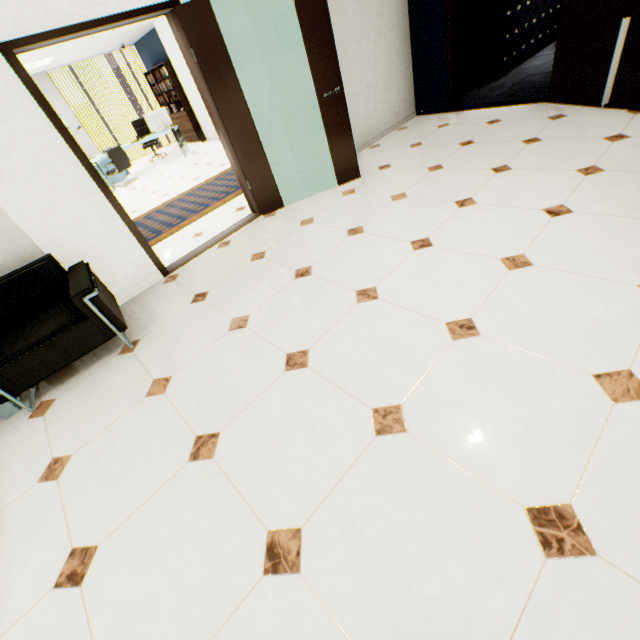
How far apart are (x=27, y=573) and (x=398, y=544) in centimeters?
183cm

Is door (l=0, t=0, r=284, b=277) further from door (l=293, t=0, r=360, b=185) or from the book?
the book

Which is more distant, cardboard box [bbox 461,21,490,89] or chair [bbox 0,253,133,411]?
cardboard box [bbox 461,21,490,89]

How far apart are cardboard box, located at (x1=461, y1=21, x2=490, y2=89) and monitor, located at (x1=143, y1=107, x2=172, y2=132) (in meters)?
7.74

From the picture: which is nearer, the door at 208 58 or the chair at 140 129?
the door at 208 58

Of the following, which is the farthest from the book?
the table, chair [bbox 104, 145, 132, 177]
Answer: the table

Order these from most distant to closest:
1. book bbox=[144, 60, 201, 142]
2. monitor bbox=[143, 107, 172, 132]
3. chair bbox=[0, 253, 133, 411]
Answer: book bbox=[144, 60, 201, 142] → monitor bbox=[143, 107, 172, 132] → chair bbox=[0, 253, 133, 411]

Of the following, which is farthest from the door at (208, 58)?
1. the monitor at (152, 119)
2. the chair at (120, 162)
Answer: the monitor at (152, 119)
